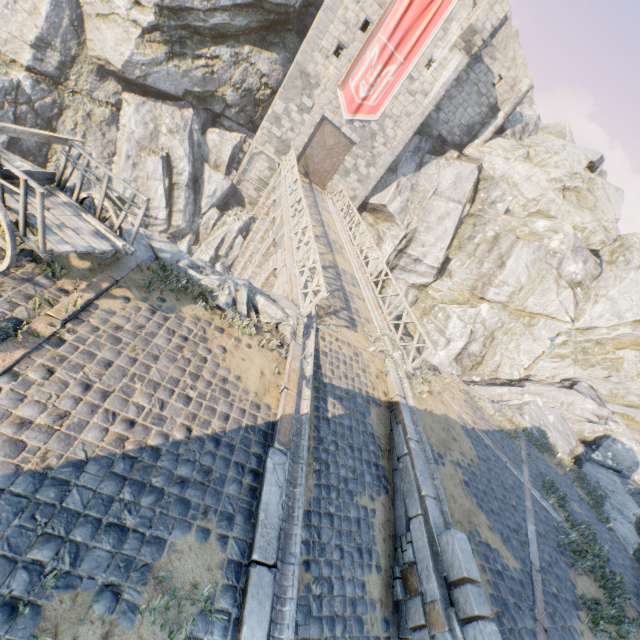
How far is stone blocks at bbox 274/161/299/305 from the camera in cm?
1016

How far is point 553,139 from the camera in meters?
27.5

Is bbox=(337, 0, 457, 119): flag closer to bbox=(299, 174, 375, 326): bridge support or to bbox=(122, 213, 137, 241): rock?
bbox=(122, 213, 137, 241): rock

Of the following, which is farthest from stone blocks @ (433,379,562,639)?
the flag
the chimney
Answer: the chimney

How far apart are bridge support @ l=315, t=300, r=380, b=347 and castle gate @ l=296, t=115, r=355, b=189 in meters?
16.8 m

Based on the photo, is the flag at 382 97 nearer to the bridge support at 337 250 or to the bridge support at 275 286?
the bridge support at 337 250

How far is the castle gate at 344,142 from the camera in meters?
22.4 m

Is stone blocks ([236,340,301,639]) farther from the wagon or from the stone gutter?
the wagon
